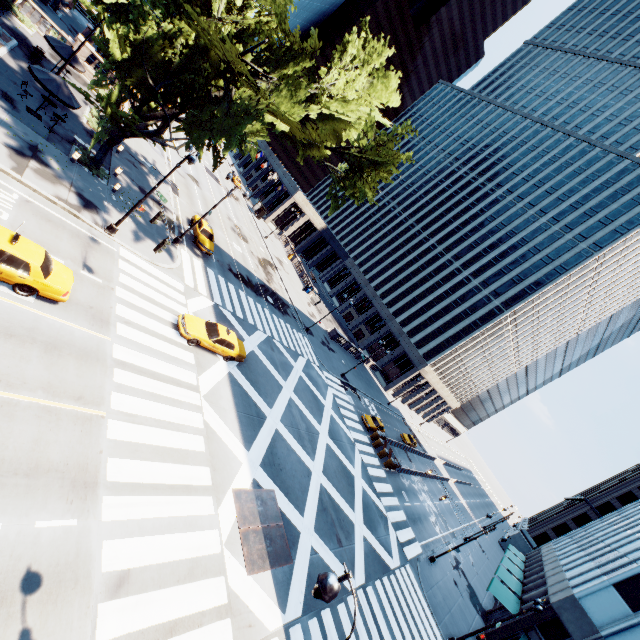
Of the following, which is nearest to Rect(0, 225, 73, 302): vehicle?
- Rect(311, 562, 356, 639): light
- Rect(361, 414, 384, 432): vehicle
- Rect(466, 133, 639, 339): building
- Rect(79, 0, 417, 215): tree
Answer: Rect(79, 0, 417, 215): tree

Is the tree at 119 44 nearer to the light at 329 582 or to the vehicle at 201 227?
the vehicle at 201 227

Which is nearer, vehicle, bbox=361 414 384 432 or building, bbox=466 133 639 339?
vehicle, bbox=361 414 384 432

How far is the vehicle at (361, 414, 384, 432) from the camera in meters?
38.3

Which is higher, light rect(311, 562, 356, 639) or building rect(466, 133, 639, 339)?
building rect(466, 133, 639, 339)

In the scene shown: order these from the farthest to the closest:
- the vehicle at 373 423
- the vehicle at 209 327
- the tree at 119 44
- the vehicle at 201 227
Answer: the vehicle at 373 423
the vehicle at 201 227
the vehicle at 209 327
the tree at 119 44

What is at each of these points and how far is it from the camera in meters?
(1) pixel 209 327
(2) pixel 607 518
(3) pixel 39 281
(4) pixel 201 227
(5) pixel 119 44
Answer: (1) vehicle, 20.3
(2) building, 50.2
(3) vehicle, 12.2
(4) vehicle, 30.1
(5) tree, 17.0

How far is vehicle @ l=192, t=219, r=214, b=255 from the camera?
29.1 meters
